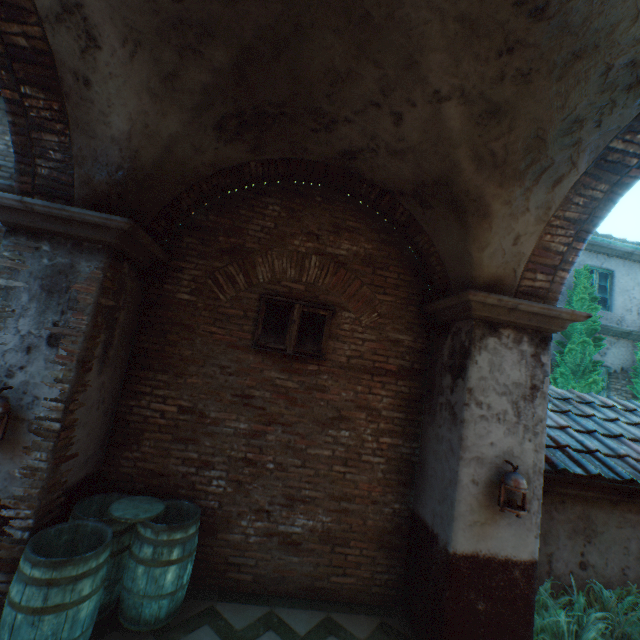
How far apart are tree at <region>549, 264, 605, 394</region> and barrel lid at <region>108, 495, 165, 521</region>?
9.30m

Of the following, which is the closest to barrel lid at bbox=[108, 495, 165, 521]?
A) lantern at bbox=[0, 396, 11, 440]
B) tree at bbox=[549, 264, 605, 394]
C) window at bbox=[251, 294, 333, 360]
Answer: lantern at bbox=[0, 396, 11, 440]

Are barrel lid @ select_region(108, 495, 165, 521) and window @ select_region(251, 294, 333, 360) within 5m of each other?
yes

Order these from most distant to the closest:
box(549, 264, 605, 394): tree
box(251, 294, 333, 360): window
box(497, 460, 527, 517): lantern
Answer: box(549, 264, 605, 394): tree → box(251, 294, 333, 360): window → box(497, 460, 527, 517): lantern

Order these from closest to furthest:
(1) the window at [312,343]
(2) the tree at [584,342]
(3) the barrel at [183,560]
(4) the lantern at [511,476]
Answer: (3) the barrel at [183,560] < (4) the lantern at [511,476] < (1) the window at [312,343] < (2) the tree at [584,342]

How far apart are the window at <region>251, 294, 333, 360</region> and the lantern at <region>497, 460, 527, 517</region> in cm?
233

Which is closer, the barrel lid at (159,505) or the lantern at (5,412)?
the lantern at (5,412)

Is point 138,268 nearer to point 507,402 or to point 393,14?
point 393,14
